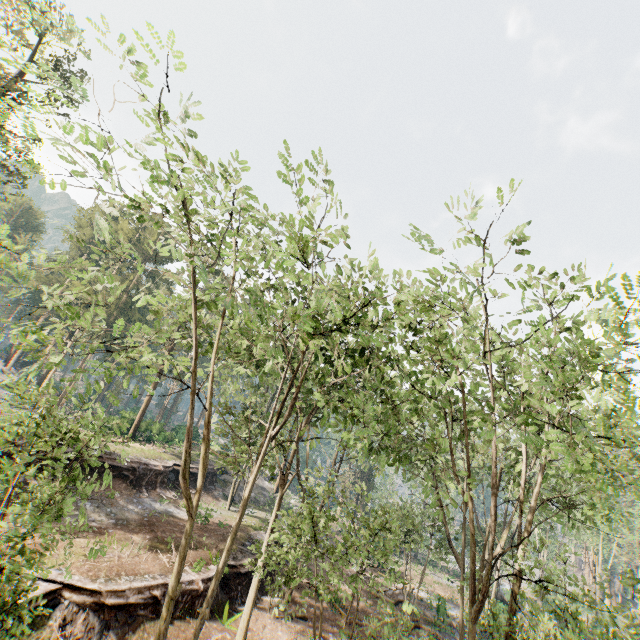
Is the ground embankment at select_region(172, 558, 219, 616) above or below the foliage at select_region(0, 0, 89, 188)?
below

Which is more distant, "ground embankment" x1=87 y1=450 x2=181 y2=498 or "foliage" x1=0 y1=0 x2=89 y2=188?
"ground embankment" x1=87 y1=450 x2=181 y2=498

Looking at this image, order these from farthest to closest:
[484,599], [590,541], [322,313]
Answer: [590,541] → [484,599] → [322,313]

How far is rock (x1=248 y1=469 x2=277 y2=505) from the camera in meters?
37.8 m

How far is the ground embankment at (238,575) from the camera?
19.6 meters

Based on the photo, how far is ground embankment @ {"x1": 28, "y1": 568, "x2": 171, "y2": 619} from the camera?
Answer: 13.26m

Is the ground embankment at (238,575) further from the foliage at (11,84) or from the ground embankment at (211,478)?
the ground embankment at (211,478)

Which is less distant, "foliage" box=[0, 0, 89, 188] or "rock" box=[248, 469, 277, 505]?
"foliage" box=[0, 0, 89, 188]
